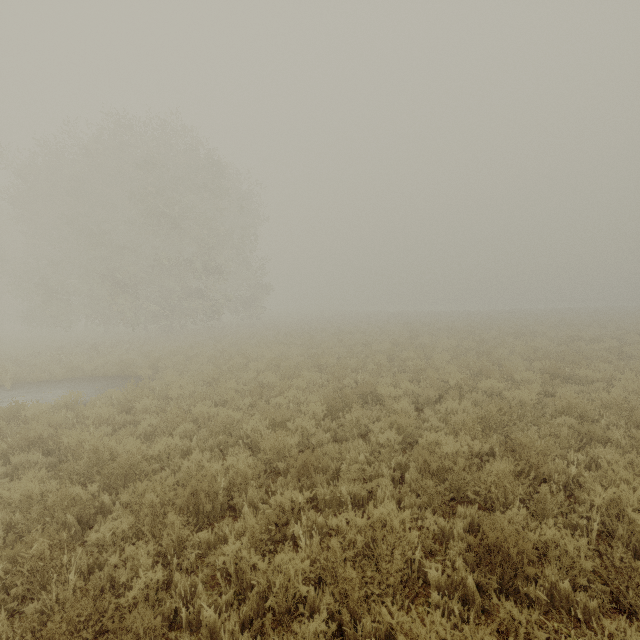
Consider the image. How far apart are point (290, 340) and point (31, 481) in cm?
1521
